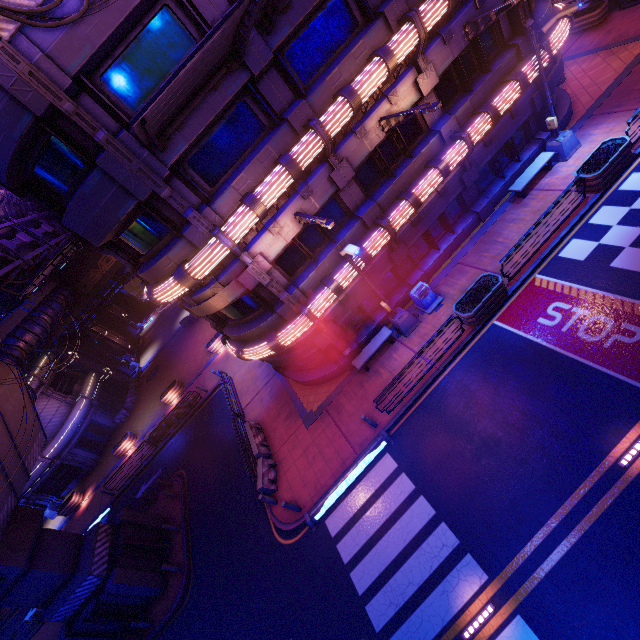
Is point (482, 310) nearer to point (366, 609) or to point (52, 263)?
point (366, 609)

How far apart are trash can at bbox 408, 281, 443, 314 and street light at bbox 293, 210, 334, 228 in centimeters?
607cm

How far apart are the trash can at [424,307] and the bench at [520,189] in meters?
6.1

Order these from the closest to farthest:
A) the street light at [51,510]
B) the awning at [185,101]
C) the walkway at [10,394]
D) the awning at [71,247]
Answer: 1. the awning at [185,101]
2. the awning at [71,247]
3. the walkway at [10,394]
4. the street light at [51,510]

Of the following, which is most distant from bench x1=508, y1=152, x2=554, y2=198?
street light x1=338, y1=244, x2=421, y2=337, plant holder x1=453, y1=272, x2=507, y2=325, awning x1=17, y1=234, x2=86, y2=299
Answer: awning x1=17, y1=234, x2=86, y2=299

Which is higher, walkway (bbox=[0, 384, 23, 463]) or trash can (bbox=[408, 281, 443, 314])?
walkway (bbox=[0, 384, 23, 463])

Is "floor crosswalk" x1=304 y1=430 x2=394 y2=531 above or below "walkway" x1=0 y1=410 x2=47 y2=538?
below

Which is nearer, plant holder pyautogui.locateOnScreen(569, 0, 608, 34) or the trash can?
the trash can
